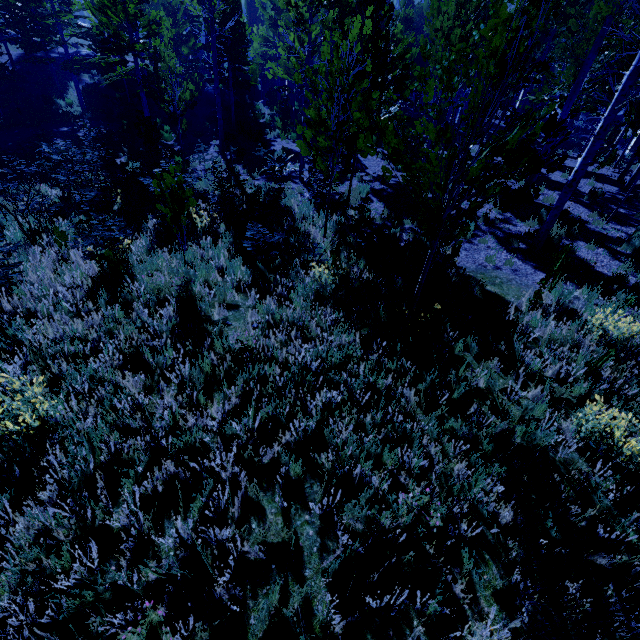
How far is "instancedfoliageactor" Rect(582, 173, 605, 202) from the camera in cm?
1207

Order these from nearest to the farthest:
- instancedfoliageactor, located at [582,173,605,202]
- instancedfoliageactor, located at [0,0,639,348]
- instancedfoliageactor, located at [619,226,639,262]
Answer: instancedfoliageactor, located at [0,0,639,348]
instancedfoliageactor, located at [619,226,639,262]
instancedfoliageactor, located at [582,173,605,202]

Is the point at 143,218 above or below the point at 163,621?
below

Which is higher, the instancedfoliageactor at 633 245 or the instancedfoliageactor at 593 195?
the instancedfoliageactor at 593 195

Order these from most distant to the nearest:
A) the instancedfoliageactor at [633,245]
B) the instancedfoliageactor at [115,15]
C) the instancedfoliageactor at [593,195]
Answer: the instancedfoliageactor at [593,195] → the instancedfoliageactor at [633,245] → the instancedfoliageactor at [115,15]

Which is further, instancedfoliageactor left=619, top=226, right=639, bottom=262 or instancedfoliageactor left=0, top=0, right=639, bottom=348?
instancedfoliageactor left=619, top=226, right=639, bottom=262
